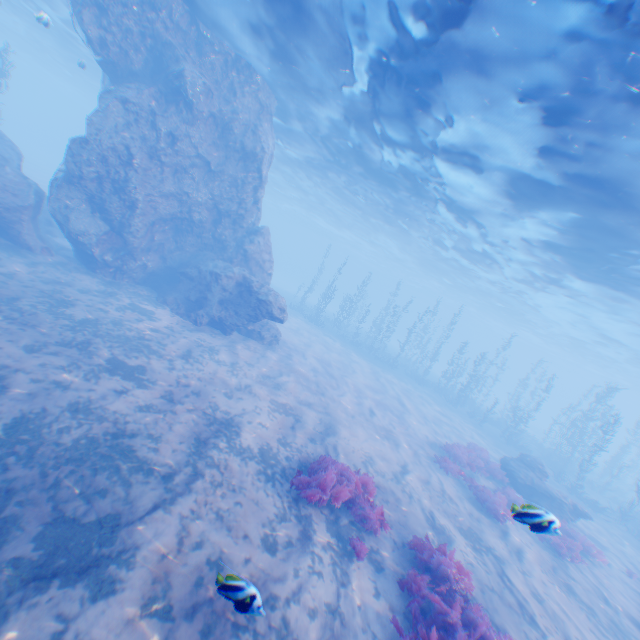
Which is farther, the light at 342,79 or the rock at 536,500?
the rock at 536,500

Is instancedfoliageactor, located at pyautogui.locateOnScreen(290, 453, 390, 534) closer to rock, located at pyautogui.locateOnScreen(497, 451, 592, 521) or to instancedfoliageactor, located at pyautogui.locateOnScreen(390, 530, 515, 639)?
instancedfoliageactor, located at pyautogui.locateOnScreen(390, 530, 515, 639)

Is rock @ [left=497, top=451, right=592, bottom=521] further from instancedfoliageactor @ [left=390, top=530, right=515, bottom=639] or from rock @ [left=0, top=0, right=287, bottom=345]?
instancedfoliageactor @ [left=390, top=530, right=515, bottom=639]

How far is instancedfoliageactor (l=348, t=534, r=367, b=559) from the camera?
7.0m

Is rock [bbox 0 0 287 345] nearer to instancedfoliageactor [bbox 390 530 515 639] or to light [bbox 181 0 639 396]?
light [bbox 181 0 639 396]

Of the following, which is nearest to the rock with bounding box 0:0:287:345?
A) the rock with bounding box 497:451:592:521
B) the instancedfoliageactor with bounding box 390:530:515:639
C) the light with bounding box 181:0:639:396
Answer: the light with bounding box 181:0:639:396

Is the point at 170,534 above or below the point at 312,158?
below

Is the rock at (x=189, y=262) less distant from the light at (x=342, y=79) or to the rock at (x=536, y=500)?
the light at (x=342, y=79)
